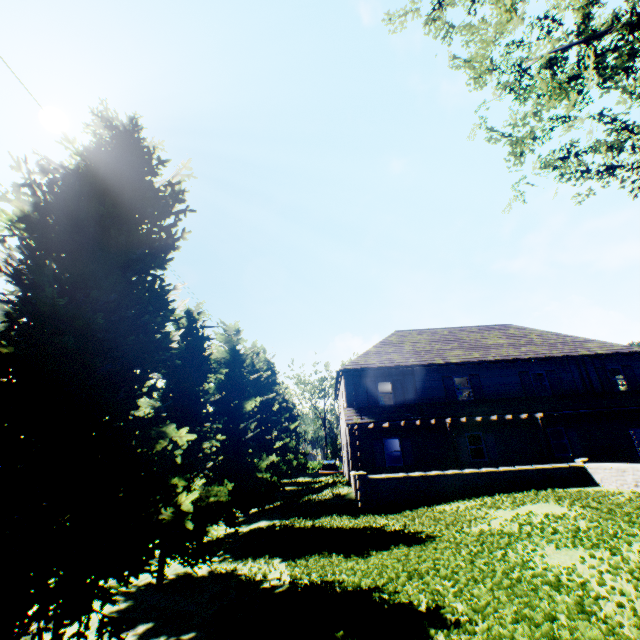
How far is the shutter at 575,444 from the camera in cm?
1898

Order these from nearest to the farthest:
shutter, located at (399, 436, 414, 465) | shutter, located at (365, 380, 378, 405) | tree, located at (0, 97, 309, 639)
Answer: tree, located at (0, 97, 309, 639) → shutter, located at (399, 436, 414, 465) → shutter, located at (365, 380, 378, 405)

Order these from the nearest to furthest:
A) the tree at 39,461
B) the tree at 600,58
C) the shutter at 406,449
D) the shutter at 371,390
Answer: the tree at 39,461 → the tree at 600,58 → the shutter at 406,449 → the shutter at 371,390

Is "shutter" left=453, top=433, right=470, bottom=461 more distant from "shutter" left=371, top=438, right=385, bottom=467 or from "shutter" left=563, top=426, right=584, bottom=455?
"shutter" left=563, top=426, right=584, bottom=455

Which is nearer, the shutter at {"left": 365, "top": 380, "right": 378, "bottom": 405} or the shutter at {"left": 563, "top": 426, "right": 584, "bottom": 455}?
the shutter at {"left": 563, "top": 426, "right": 584, "bottom": 455}

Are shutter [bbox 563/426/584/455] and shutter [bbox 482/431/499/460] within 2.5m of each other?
no

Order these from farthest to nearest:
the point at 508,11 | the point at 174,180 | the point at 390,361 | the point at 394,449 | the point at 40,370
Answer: the point at 394,449 < the point at 390,361 < the point at 508,11 < the point at 174,180 < the point at 40,370

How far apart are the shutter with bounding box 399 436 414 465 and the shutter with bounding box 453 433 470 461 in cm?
261
